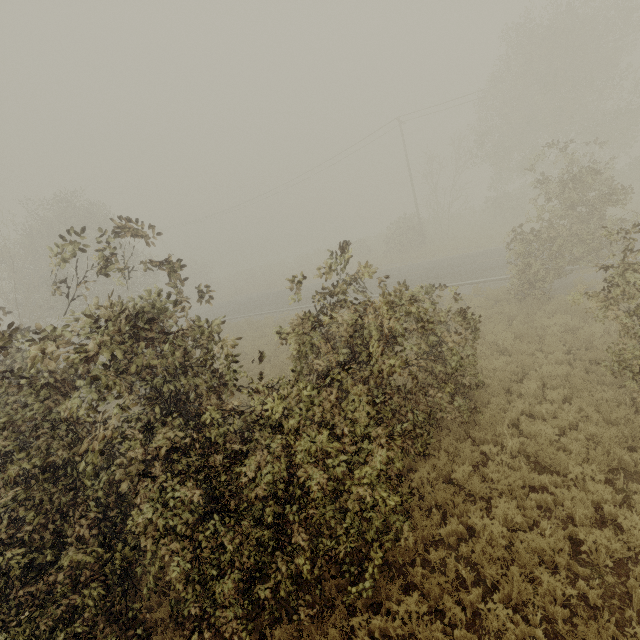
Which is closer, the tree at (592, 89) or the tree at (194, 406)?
the tree at (194, 406)

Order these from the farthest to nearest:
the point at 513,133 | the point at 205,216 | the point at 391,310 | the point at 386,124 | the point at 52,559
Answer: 1. the point at 205,216
2. the point at 386,124
3. the point at 513,133
4. the point at 391,310
5. the point at 52,559

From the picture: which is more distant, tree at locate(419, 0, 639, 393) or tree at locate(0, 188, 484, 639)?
tree at locate(419, 0, 639, 393)
